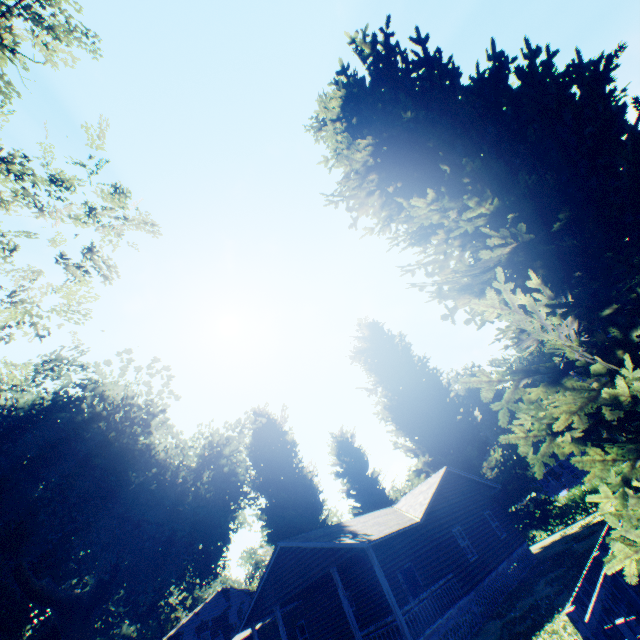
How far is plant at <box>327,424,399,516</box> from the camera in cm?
3250

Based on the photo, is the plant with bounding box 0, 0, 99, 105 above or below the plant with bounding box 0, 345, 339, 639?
above

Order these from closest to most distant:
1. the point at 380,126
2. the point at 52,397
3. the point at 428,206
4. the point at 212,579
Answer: the point at 428,206 → the point at 380,126 → the point at 52,397 → the point at 212,579

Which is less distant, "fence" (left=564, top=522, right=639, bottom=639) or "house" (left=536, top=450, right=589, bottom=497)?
"fence" (left=564, top=522, right=639, bottom=639)

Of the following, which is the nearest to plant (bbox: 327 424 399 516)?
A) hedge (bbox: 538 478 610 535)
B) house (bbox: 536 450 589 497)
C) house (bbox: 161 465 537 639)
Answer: house (bbox: 161 465 537 639)

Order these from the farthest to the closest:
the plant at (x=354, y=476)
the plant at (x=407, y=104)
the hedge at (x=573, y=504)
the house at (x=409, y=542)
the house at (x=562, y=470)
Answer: the house at (x=562, y=470) < the plant at (x=354, y=476) < the hedge at (x=573, y=504) < the house at (x=409, y=542) < the plant at (x=407, y=104)

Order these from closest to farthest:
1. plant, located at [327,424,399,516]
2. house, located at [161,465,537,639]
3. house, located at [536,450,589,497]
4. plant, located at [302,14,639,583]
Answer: plant, located at [302,14,639,583] → house, located at [161,465,537,639] → plant, located at [327,424,399,516] → house, located at [536,450,589,497]

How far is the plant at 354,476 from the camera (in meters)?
32.50
